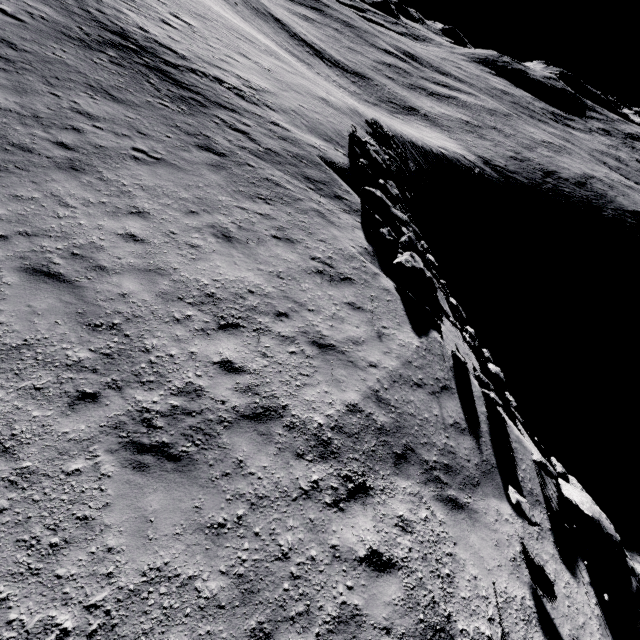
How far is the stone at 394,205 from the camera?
11.41m

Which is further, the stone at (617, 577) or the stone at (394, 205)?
the stone at (394, 205)

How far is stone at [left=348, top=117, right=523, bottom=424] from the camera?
11.4m

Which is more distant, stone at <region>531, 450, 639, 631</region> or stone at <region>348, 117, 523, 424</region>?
stone at <region>348, 117, 523, 424</region>

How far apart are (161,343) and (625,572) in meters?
10.7
